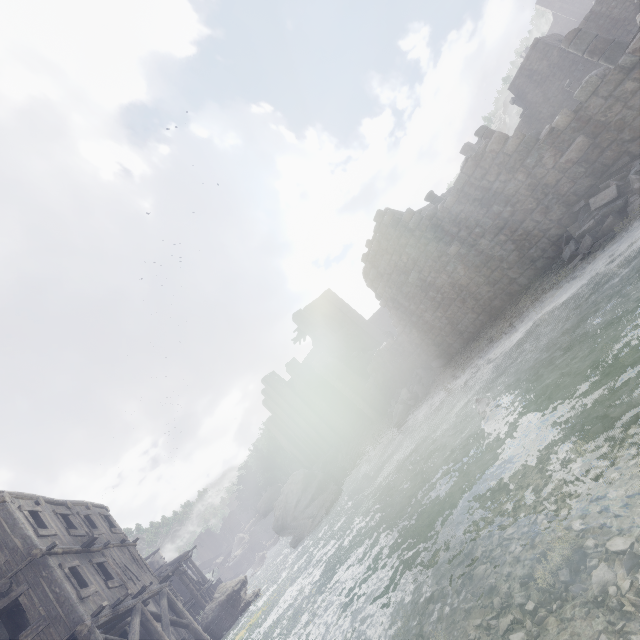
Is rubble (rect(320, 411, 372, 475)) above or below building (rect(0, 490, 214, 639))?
below

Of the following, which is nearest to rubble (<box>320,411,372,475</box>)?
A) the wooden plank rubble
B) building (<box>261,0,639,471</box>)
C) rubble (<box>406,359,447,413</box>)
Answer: building (<box>261,0,639,471</box>)

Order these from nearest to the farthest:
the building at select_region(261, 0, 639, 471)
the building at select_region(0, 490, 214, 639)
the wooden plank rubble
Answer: the building at select_region(261, 0, 639, 471) < the building at select_region(0, 490, 214, 639) < the wooden plank rubble

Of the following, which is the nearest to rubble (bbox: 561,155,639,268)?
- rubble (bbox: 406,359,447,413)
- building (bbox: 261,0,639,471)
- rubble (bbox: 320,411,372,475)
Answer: building (bbox: 261,0,639,471)

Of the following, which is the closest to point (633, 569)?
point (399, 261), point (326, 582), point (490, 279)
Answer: point (326, 582)

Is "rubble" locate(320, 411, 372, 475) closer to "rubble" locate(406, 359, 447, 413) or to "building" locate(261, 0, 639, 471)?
"building" locate(261, 0, 639, 471)

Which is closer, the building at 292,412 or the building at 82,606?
the building at 292,412

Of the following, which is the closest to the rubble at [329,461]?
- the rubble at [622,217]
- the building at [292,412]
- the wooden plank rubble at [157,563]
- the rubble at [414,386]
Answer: the building at [292,412]
